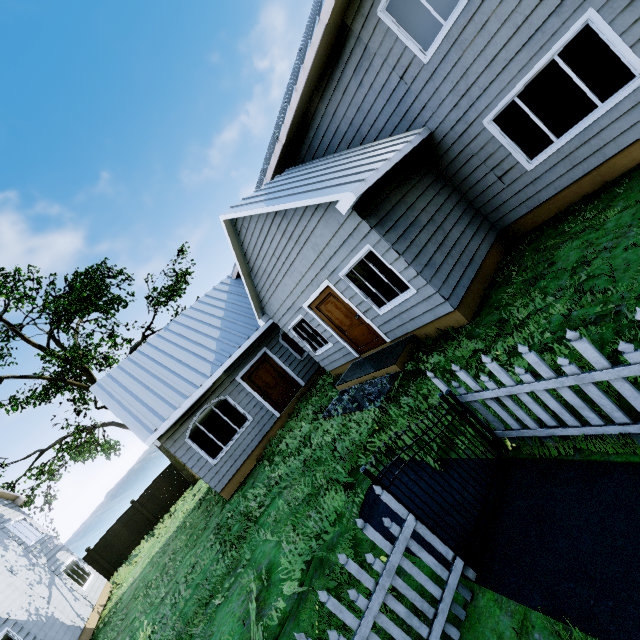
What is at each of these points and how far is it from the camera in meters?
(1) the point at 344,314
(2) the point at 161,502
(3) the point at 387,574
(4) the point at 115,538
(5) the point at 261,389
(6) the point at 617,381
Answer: (1) door, 8.6 m
(2) fence, 20.8 m
(3) fence, 2.5 m
(4) fence, 19.4 m
(5) door, 12.5 m
(6) fence, 2.3 m

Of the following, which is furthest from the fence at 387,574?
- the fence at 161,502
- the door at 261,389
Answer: the fence at 161,502

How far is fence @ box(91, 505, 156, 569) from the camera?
19.0m

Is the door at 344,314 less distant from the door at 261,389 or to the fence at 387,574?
the door at 261,389

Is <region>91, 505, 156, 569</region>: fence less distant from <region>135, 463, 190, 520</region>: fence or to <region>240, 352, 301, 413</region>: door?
<region>135, 463, 190, 520</region>: fence

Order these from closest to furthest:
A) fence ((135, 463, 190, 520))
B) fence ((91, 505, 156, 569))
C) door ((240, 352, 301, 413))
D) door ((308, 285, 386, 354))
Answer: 1. door ((308, 285, 386, 354))
2. door ((240, 352, 301, 413))
3. fence ((91, 505, 156, 569))
4. fence ((135, 463, 190, 520))

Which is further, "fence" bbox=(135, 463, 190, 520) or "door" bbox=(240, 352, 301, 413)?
"fence" bbox=(135, 463, 190, 520)

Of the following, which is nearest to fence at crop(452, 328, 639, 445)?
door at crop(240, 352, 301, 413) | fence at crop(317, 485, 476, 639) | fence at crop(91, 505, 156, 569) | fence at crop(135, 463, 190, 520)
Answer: fence at crop(317, 485, 476, 639)
